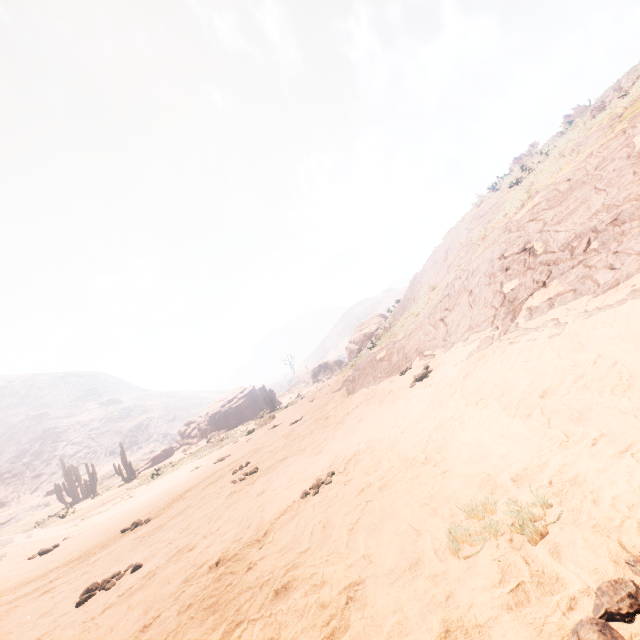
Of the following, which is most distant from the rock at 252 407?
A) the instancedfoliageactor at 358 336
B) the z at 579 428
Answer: the z at 579 428

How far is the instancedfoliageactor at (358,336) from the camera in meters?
27.5 m

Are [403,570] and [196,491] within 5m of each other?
no

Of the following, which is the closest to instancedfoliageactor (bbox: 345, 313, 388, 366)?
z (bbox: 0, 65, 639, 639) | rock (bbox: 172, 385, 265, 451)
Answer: rock (bbox: 172, 385, 265, 451)

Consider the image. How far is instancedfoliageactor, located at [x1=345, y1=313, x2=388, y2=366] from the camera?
27.50m

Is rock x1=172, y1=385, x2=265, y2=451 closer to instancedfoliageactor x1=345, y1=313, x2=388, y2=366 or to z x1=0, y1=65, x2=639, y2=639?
instancedfoliageactor x1=345, y1=313, x2=388, y2=366

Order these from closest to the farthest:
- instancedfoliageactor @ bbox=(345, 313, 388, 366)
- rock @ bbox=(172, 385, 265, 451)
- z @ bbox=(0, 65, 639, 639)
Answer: z @ bbox=(0, 65, 639, 639), instancedfoliageactor @ bbox=(345, 313, 388, 366), rock @ bbox=(172, 385, 265, 451)
